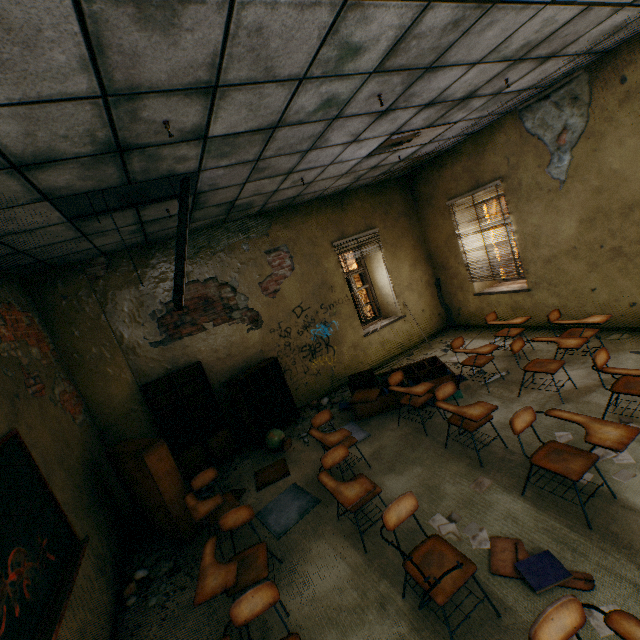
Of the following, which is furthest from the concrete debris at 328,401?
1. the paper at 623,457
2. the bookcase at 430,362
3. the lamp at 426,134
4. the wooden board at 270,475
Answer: the lamp at 426,134

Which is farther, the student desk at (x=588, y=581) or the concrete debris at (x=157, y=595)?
the concrete debris at (x=157, y=595)

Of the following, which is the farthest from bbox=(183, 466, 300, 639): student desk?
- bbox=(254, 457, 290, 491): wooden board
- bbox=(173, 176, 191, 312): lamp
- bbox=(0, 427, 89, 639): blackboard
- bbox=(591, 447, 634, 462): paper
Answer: bbox=(591, 447, 634, 462): paper

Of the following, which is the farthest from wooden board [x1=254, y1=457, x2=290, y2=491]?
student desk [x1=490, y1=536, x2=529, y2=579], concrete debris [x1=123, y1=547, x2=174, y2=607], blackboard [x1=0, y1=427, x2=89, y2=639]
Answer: student desk [x1=490, y1=536, x2=529, y2=579]

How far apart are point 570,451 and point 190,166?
4.4m

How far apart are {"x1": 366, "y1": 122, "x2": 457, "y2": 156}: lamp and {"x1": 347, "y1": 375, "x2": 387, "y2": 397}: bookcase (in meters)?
3.68

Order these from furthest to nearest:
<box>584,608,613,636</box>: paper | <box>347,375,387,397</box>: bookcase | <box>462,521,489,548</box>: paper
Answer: <box>347,375,387,397</box>: bookcase, <box>462,521,489,548</box>: paper, <box>584,608,613,636</box>: paper

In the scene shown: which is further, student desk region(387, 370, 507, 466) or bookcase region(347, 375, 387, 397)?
bookcase region(347, 375, 387, 397)
